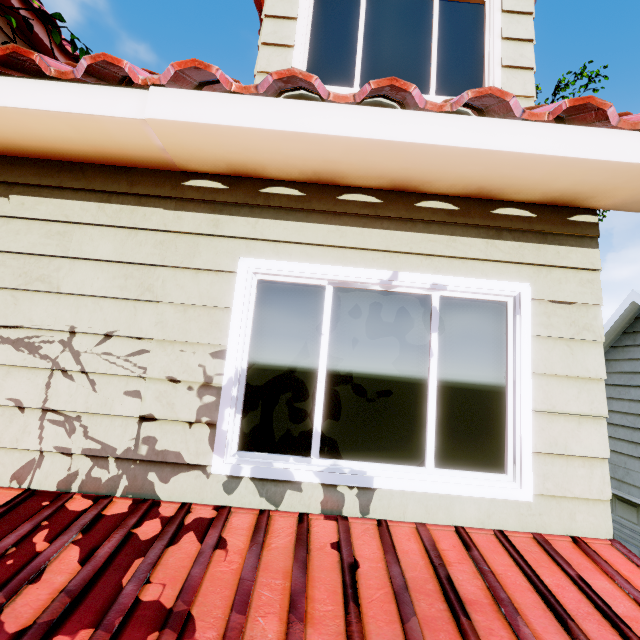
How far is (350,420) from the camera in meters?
2.1 m
